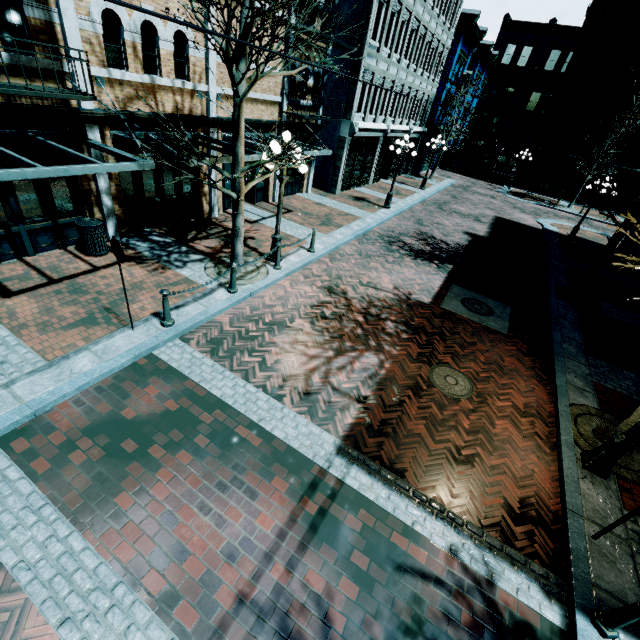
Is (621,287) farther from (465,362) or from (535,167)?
(535,167)

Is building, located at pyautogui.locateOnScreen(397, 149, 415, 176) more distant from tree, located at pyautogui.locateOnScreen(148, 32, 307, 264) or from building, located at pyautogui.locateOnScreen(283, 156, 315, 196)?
tree, located at pyautogui.locateOnScreen(148, 32, 307, 264)

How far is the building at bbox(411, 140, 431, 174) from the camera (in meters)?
29.05

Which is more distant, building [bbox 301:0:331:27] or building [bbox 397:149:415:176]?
building [bbox 397:149:415:176]

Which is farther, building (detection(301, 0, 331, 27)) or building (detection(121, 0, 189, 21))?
building (detection(301, 0, 331, 27))

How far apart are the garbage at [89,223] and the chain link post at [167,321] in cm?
356

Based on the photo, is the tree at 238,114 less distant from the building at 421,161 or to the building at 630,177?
the building at 630,177

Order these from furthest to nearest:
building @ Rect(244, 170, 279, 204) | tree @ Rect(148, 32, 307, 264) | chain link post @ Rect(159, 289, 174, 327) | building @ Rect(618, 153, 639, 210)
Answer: building @ Rect(618, 153, 639, 210) < building @ Rect(244, 170, 279, 204) < chain link post @ Rect(159, 289, 174, 327) < tree @ Rect(148, 32, 307, 264)
